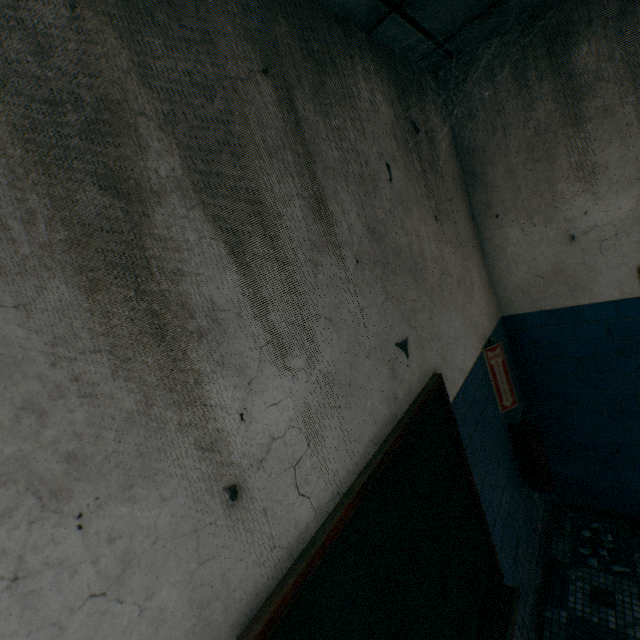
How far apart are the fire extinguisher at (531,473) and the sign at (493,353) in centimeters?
11cm

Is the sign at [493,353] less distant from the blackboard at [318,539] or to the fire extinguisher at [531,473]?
the fire extinguisher at [531,473]

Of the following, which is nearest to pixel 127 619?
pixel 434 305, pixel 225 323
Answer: pixel 225 323

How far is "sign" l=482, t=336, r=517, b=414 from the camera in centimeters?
232cm

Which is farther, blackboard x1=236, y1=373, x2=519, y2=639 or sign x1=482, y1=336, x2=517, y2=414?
sign x1=482, y1=336, x2=517, y2=414

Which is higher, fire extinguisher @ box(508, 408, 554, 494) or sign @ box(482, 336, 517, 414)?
sign @ box(482, 336, 517, 414)

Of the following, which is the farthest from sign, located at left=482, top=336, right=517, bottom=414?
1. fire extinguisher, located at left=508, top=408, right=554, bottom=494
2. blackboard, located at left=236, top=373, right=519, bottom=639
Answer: blackboard, located at left=236, top=373, right=519, bottom=639

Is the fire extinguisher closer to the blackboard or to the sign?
the sign
